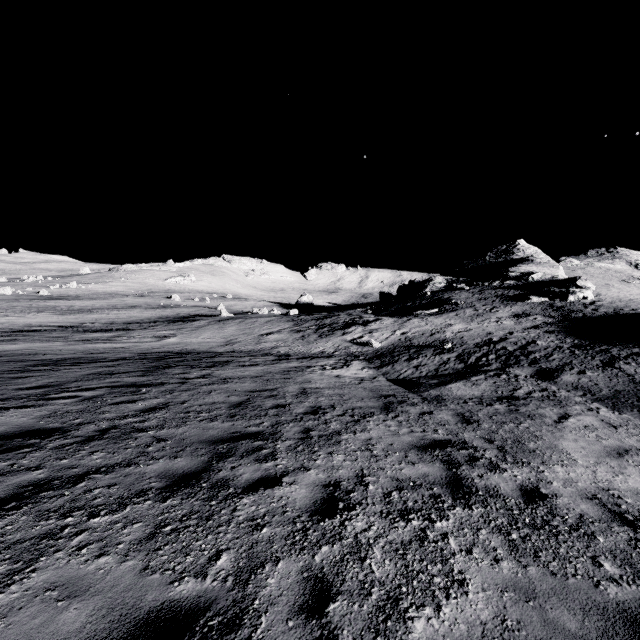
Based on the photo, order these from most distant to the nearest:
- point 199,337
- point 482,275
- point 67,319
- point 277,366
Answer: point 482,275 < point 67,319 < point 199,337 < point 277,366
